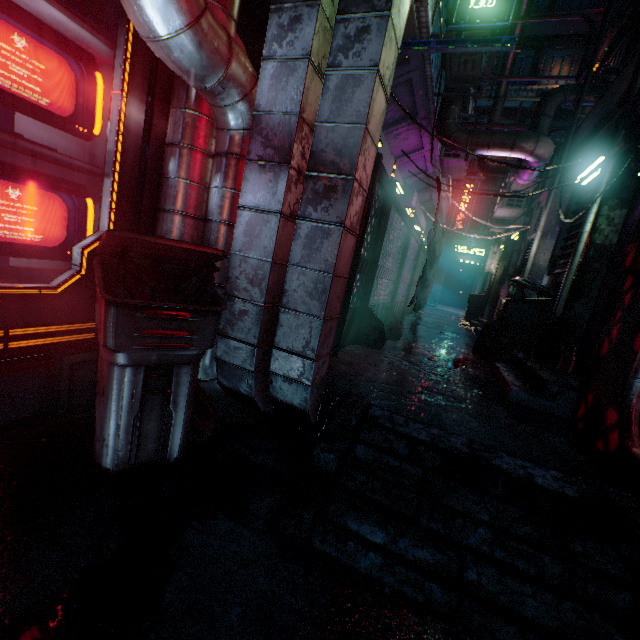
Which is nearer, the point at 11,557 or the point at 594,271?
the point at 11,557

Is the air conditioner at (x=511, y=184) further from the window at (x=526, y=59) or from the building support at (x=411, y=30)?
the window at (x=526, y=59)

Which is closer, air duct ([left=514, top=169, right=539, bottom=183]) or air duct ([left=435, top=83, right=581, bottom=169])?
air duct ([left=435, top=83, right=581, bottom=169])

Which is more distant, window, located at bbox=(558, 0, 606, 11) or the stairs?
window, located at bbox=(558, 0, 606, 11)

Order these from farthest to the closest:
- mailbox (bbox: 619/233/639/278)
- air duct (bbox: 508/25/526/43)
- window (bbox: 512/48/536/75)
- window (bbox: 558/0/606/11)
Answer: window (bbox: 512/48/536/75)
window (bbox: 558/0/606/11)
air duct (bbox: 508/25/526/43)
mailbox (bbox: 619/233/639/278)

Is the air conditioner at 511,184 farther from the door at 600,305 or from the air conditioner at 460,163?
the door at 600,305

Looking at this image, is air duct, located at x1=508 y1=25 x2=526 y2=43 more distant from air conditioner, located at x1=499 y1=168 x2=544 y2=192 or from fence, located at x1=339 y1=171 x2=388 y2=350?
fence, located at x1=339 y1=171 x2=388 y2=350

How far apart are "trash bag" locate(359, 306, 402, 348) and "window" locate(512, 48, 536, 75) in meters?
16.8 m
